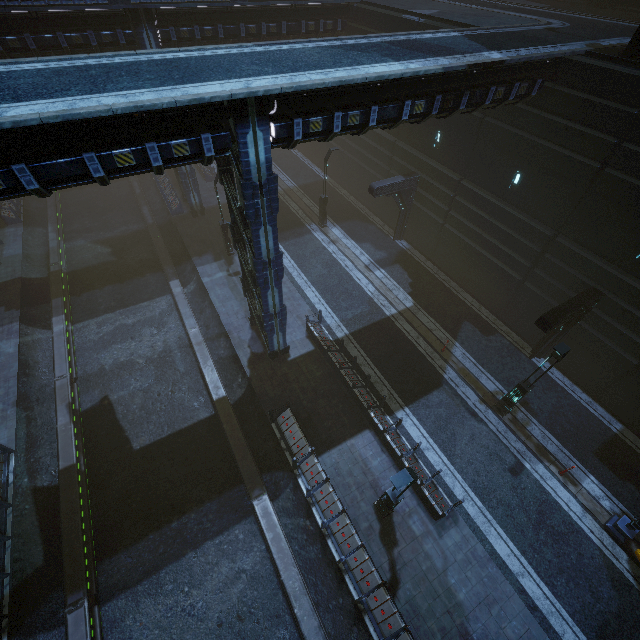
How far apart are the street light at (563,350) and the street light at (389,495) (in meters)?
6.67

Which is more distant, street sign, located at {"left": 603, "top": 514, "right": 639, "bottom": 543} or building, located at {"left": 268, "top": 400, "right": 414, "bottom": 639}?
street sign, located at {"left": 603, "top": 514, "right": 639, "bottom": 543}

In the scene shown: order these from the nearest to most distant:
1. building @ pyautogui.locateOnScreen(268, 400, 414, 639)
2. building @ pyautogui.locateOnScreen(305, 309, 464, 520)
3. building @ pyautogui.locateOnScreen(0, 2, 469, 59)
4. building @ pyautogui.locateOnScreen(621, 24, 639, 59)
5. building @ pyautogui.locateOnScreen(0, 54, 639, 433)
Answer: building @ pyautogui.locateOnScreen(0, 54, 639, 433), building @ pyautogui.locateOnScreen(268, 400, 414, 639), building @ pyautogui.locateOnScreen(621, 24, 639, 59), building @ pyautogui.locateOnScreen(305, 309, 464, 520), building @ pyautogui.locateOnScreen(0, 2, 469, 59)

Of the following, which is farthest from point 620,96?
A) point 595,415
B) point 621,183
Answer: point 595,415

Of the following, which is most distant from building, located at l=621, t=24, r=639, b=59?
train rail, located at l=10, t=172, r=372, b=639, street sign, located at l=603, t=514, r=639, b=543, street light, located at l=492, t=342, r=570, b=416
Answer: street sign, located at l=603, t=514, r=639, b=543

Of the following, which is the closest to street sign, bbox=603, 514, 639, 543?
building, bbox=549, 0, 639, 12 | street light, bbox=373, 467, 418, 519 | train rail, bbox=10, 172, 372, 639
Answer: building, bbox=549, 0, 639, 12

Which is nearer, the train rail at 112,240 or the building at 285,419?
the building at 285,419

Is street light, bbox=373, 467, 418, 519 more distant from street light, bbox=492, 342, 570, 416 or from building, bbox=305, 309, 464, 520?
street light, bbox=492, 342, 570, 416
